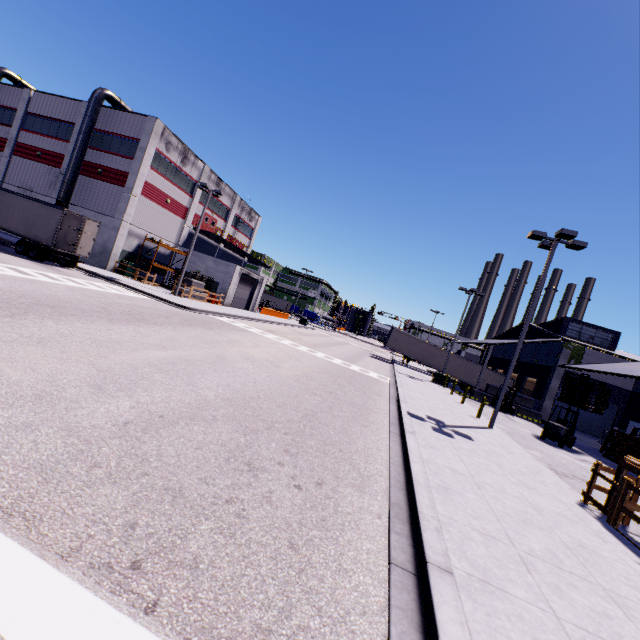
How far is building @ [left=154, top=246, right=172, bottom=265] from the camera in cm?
3538

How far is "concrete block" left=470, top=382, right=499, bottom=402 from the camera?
29.9 meters

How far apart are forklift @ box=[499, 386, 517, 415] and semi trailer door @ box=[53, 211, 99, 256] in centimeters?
3447cm

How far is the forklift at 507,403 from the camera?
26.8 meters

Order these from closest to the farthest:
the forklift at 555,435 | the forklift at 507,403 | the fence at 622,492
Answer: the fence at 622,492 < the forklift at 555,435 < the forklift at 507,403

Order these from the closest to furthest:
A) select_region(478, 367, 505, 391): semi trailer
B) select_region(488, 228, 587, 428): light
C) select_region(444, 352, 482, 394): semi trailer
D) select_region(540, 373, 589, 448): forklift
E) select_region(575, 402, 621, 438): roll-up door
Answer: select_region(488, 228, 587, 428): light → select_region(540, 373, 589, 448): forklift → select_region(575, 402, 621, 438): roll-up door → select_region(478, 367, 505, 391): semi trailer → select_region(444, 352, 482, 394): semi trailer

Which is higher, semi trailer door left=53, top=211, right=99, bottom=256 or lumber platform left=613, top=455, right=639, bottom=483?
semi trailer door left=53, top=211, right=99, bottom=256

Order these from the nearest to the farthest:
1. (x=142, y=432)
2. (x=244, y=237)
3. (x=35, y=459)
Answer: (x=35, y=459)
(x=142, y=432)
(x=244, y=237)
